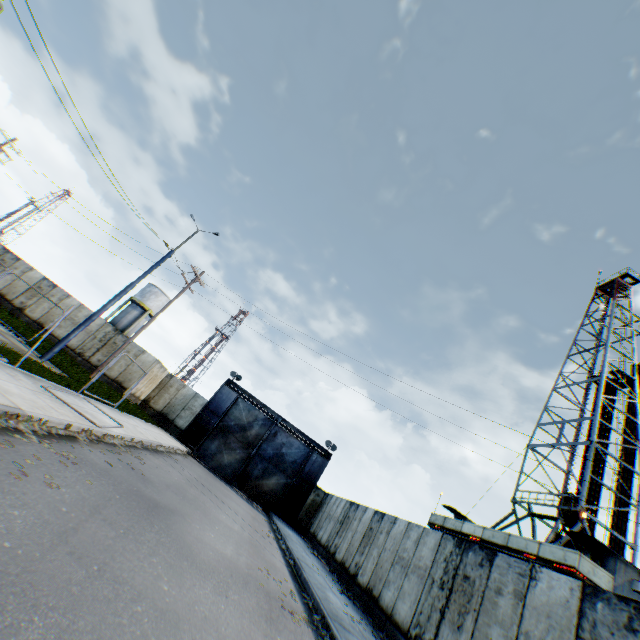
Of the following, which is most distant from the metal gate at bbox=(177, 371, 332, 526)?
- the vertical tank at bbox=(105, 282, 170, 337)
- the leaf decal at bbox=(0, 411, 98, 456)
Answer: the vertical tank at bbox=(105, 282, 170, 337)

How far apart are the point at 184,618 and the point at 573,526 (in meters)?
24.91

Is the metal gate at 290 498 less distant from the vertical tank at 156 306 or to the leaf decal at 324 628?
the leaf decal at 324 628

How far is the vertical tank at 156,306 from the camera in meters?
42.0

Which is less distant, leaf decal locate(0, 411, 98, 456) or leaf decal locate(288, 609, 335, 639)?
leaf decal locate(0, 411, 98, 456)

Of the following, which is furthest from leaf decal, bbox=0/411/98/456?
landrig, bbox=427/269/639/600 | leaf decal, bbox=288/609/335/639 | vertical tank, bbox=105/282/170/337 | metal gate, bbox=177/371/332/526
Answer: vertical tank, bbox=105/282/170/337

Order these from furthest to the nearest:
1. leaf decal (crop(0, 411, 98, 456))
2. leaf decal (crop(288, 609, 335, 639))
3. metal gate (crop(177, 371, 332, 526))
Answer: metal gate (crop(177, 371, 332, 526)) → leaf decal (crop(288, 609, 335, 639)) → leaf decal (crop(0, 411, 98, 456))

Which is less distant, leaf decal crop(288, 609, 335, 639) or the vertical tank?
leaf decal crop(288, 609, 335, 639)
